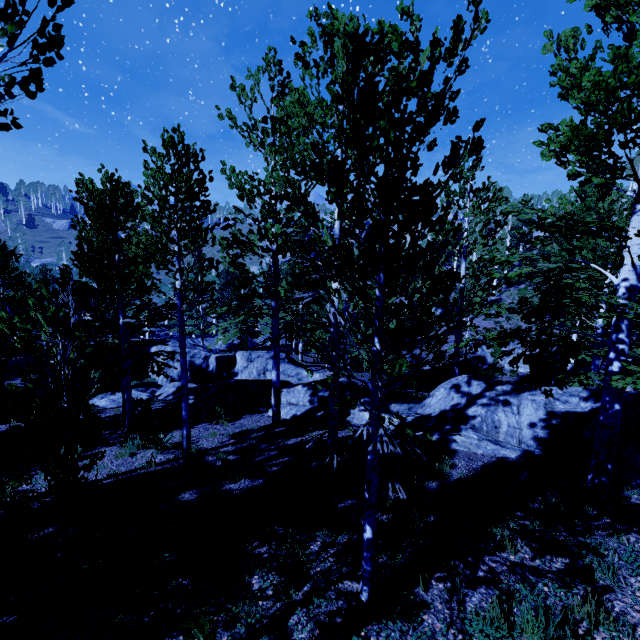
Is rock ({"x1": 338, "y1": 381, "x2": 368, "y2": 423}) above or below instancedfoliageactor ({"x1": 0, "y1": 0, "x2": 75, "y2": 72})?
below

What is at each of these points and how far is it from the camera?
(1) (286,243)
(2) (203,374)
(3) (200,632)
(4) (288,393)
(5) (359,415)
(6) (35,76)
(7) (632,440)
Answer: (1) instancedfoliageactor, 6.38m
(2) rock, 22.42m
(3) instancedfoliageactor, 1.16m
(4) rock, 13.10m
(5) rock, 11.51m
(6) instancedfoliageactor, 1.56m
(7) rock, 6.79m

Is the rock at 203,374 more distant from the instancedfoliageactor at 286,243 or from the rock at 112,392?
the rock at 112,392

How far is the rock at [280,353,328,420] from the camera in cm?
1215

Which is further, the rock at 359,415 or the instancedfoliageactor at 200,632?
the rock at 359,415

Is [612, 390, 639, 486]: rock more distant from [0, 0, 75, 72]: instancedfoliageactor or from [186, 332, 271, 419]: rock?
[186, 332, 271, 419]: rock

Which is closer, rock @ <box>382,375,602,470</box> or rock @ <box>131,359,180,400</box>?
rock @ <box>382,375,602,470</box>
